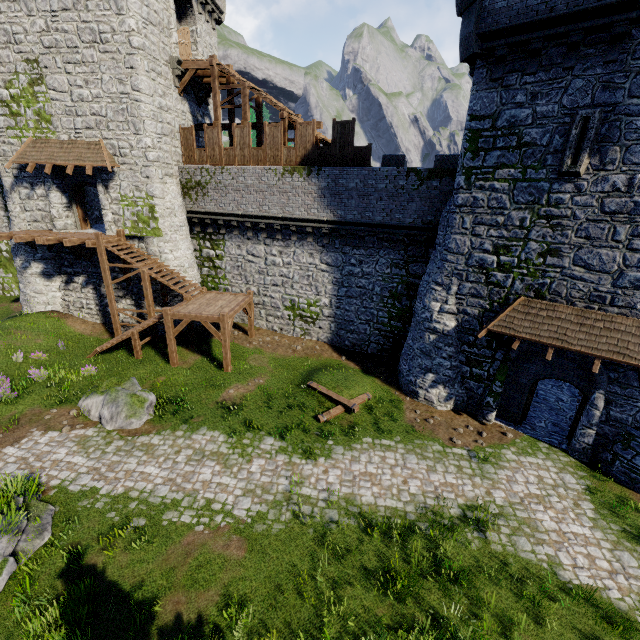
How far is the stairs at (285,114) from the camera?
17.6 meters

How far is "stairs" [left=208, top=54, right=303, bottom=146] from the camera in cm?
1758

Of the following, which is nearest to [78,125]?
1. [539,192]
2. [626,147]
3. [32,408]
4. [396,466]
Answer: [32,408]

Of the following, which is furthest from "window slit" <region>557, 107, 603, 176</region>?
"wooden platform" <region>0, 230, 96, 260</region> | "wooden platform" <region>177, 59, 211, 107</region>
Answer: "wooden platform" <region>0, 230, 96, 260</region>

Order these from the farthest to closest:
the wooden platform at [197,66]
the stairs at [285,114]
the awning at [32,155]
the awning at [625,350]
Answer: the wooden platform at [197,66]
the stairs at [285,114]
the awning at [32,155]
the awning at [625,350]

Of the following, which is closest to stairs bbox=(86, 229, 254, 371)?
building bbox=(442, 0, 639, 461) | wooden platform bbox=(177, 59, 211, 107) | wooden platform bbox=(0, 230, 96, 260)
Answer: wooden platform bbox=(0, 230, 96, 260)

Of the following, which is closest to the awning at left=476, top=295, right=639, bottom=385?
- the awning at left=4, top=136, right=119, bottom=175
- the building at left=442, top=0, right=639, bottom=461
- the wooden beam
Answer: the building at left=442, top=0, right=639, bottom=461

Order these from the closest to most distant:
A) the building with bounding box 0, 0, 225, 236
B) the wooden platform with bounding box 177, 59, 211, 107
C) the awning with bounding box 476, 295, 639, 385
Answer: the awning with bounding box 476, 295, 639, 385 → the building with bounding box 0, 0, 225, 236 → the wooden platform with bounding box 177, 59, 211, 107
